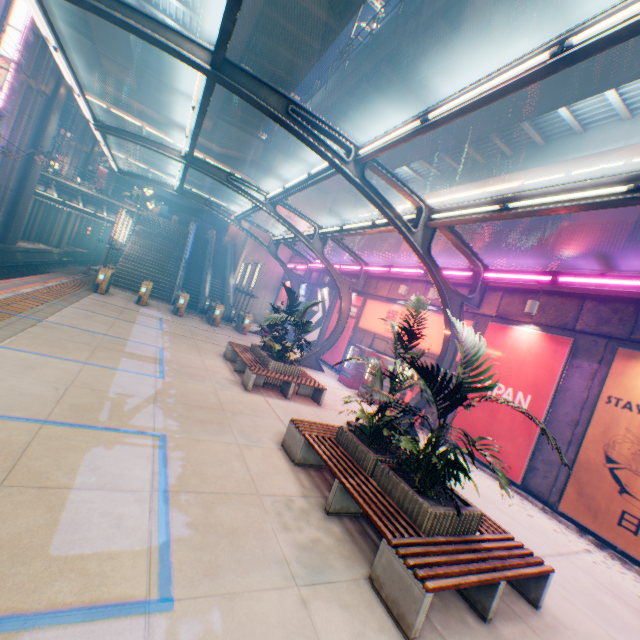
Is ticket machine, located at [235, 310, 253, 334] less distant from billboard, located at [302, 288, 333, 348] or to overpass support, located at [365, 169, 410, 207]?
billboard, located at [302, 288, 333, 348]

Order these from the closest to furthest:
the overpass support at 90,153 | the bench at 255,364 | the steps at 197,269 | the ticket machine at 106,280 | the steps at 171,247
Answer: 1. the bench at 255,364
2. the ticket machine at 106,280
3. the steps at 171,247
4. the steps at 197,269
5. the overpass support at 90,153

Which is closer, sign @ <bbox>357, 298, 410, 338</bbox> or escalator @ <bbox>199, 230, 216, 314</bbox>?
sign @ <bbox>357, 298, 410, 338</bbox>

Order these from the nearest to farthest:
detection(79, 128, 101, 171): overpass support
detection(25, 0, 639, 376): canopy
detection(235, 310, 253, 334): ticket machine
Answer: detection(25, 0, 639, 376): canopy, detection(235, 310, 253, 334): ticket machine, detection(79, 128, 101, 171): overpass support

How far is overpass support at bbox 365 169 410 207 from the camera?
24.1 meters

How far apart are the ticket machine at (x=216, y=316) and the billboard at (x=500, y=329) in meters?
13.9 m

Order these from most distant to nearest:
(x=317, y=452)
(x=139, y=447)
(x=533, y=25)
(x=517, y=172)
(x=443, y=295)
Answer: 1. (x=517, y=172)
2. (x=533, y=25)
3. (x=443, y=295)
4. (x=317, y=452)
5. (x=139, y=447)
